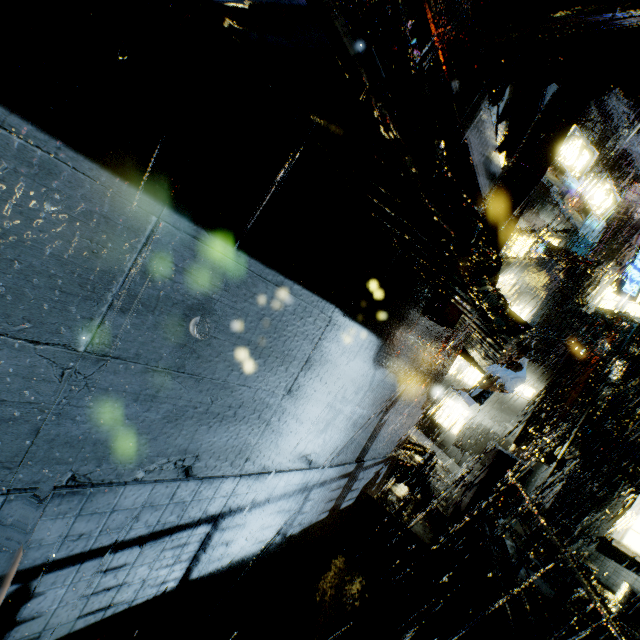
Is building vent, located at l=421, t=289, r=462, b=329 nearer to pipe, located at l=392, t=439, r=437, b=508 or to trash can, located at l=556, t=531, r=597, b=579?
pipe, located at l=392, t=439, r=437, b=508

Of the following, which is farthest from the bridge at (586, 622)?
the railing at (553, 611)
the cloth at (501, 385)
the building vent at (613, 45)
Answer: the building vent at (613, 45)

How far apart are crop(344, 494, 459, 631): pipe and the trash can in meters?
6.2 m

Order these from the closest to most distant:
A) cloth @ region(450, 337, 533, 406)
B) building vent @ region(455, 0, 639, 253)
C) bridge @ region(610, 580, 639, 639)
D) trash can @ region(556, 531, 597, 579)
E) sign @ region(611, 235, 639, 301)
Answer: building vent @ region(455, 0, 639, 253), cloth @ region(450, 337, 533, 406), bridge @ region(610, 580, 639, 639), trash can @ region(556, 531, 597, 579), sign @ region(611, 235, 639, 301)

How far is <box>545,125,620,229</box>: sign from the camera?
10.3m

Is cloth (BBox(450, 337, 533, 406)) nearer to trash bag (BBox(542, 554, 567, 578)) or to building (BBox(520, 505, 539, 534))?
building (BBox(520, 505, 539, 534))

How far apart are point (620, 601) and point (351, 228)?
13.13m

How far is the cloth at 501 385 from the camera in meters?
5.2
